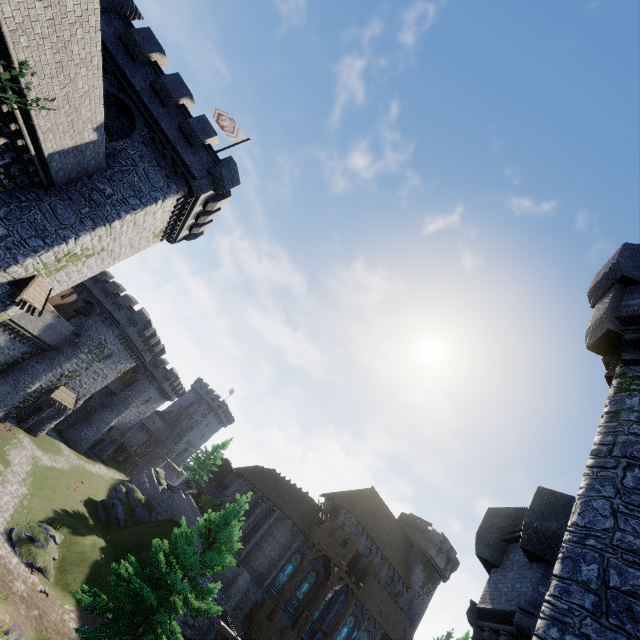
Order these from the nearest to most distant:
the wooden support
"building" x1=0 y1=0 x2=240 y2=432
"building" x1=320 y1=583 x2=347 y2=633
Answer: the wooden support
"building" x1=0 y1=0 x2=240 y2=432
"building" x1=320 y1=583 x2=347 y2=633

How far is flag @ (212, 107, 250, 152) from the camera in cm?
2288

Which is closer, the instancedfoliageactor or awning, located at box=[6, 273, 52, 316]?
the instancedfoliageactor

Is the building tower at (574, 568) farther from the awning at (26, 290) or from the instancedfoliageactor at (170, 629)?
the awning at (26, 290)

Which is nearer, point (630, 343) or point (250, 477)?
point (630, 343)

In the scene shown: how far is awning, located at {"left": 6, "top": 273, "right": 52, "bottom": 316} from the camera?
16.2 meters

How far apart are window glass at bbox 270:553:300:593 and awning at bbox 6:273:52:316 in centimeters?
3083cm

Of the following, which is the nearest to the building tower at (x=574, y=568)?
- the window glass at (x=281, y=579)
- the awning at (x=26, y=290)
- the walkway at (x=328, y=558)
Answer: the walkway at (x=328, y=558)
